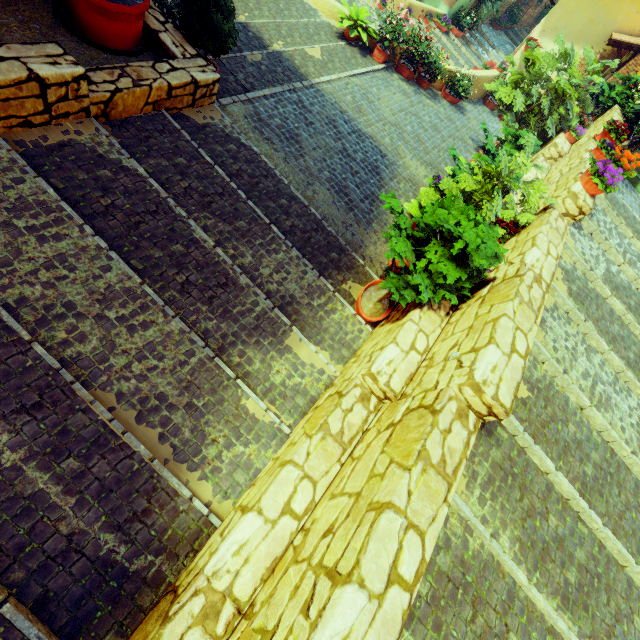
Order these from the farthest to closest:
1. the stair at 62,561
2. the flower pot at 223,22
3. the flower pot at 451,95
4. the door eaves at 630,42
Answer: the flower pot at 451,95 → the door eaves at 630,42 → the flower pot at 223,22 → the stair at 62,561

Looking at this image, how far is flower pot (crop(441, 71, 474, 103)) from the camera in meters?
10.1

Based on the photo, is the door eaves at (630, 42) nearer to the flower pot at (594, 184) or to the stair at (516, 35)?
the flower pot at (594, 184)

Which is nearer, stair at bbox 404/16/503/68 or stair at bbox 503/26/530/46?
stair at bbox 404/16/503/68

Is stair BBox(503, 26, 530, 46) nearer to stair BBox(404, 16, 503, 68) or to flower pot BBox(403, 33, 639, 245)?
stair BBox(404, 16, 503, 68)

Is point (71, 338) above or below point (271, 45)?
above

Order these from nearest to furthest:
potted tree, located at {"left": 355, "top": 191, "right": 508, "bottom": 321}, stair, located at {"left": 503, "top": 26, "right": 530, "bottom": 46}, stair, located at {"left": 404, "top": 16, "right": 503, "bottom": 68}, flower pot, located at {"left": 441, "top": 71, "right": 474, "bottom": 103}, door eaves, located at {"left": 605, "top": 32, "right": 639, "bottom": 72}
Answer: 1. potted tree, located at {"left": 355, "top": 191, "right": 508, "bottom": 321}
2. door eaves, located at {"left": 605, "top": 32, "right": 639, "bottom": 72}
3. flower pot, located at {"left": 441, "top": 71, "right": 474, "bottom": 103}
4. stair, located at {"left": 404, "top": 16, "right": 503, "bottom": 68}
5. stair, located at {"left": 503, "top": 26, "right": 530, "bottom": 46}

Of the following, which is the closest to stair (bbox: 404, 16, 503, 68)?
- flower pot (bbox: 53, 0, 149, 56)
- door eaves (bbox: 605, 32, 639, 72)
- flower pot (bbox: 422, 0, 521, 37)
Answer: flower pot (bbox: 422, 0, 521, 37)
